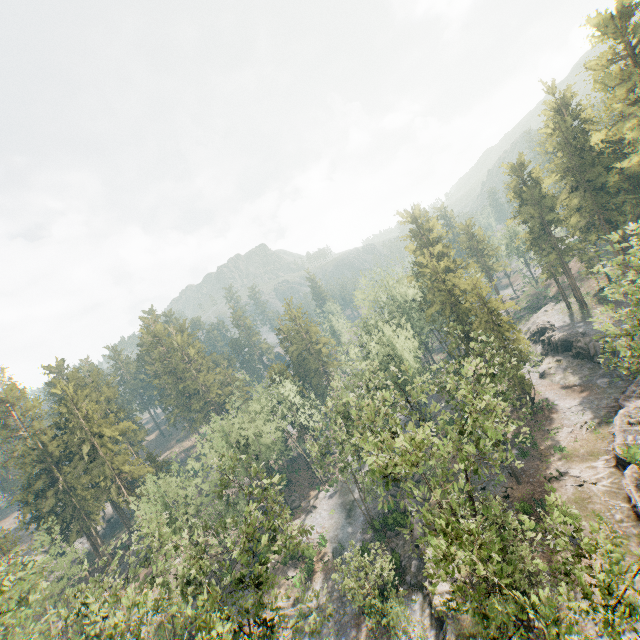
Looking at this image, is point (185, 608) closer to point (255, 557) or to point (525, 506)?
point (255, 557)

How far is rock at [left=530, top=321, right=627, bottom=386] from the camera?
43.8m

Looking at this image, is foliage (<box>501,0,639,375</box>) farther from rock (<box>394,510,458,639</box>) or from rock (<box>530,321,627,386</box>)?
rock (<box>530,321,627,386</box>)

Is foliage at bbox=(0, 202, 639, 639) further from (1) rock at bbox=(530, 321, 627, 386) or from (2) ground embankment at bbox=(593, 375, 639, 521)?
(1) rock at bbox=(530, 321, 627, 386)

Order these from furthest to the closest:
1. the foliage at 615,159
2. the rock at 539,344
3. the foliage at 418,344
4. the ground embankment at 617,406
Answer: the rock at 539,344
the ground embankment at 617,406
the foliage at 615,159
the foliage at 418,344

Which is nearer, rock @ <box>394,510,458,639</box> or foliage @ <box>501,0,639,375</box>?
foliage @ <box>501,0,639,375</box>

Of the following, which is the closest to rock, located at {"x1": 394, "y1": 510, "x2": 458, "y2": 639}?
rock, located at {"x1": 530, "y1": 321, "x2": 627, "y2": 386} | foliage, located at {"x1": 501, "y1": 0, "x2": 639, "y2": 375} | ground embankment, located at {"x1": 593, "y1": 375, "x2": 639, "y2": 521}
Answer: foliage, located at {"x1": 501, "y1": 0, "x2": 639, "y2": 375}

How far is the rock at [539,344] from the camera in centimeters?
4384cm
